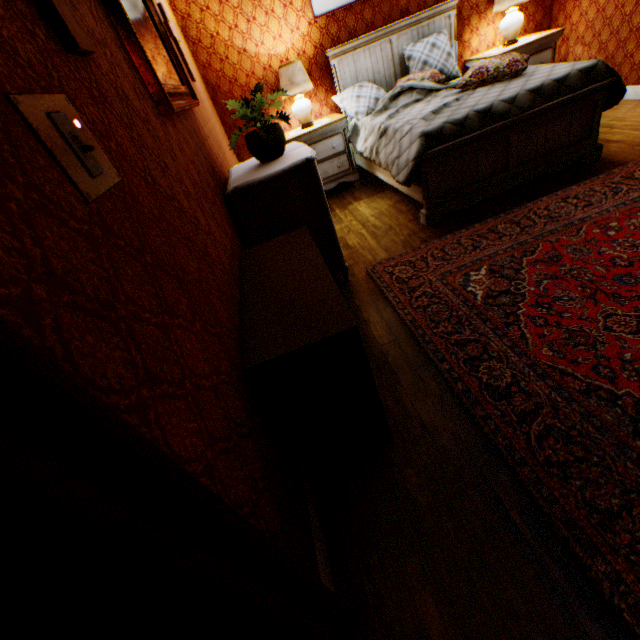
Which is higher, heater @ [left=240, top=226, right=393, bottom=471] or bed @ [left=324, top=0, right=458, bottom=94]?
bed @ [left=324, top=0, right=458, bottom=94]

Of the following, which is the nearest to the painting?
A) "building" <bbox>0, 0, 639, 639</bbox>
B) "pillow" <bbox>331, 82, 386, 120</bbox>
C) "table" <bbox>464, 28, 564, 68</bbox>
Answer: "building" <bbox>0, 0, 639, 639</bbox>

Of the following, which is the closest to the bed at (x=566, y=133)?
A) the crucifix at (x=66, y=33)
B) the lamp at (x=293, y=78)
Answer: the lamp at (x=293, y=78)

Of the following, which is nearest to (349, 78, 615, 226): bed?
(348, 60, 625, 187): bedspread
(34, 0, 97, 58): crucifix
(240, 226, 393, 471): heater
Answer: (348, 60, 625, 187): bedspread

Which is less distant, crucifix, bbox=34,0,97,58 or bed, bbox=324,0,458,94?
crucifix, bbox=34,0,97,58

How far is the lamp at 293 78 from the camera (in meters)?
4.36

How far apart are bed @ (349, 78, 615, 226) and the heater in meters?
1.6 m

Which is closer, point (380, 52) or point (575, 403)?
point (575, 403)
